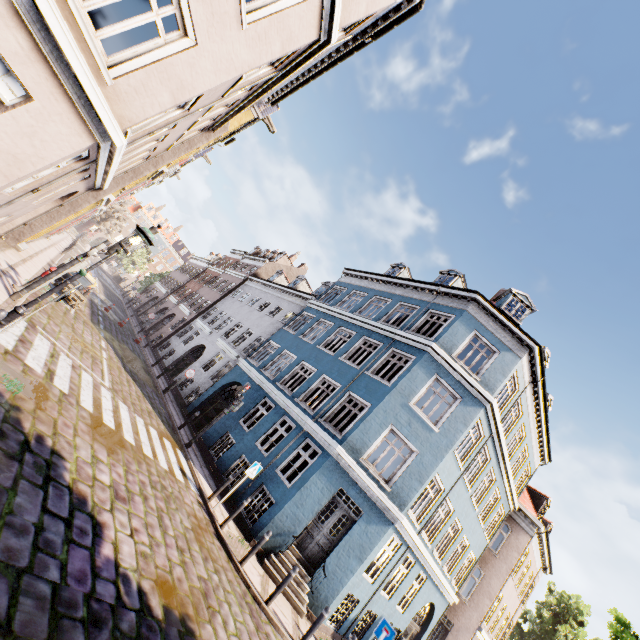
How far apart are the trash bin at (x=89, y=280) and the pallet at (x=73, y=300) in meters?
0.7

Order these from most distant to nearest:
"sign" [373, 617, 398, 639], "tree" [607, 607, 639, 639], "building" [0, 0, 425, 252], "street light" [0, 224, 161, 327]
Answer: "tree" [607, 607, 639, 639]
"sign" [373, 617, 398, 639]
"street light" [0, 224, 161, 327]
"building" [0, 0, 425, 252]

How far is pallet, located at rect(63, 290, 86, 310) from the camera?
14.3 meters

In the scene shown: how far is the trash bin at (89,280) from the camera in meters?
15.9

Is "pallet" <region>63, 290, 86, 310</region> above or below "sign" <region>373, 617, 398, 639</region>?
below

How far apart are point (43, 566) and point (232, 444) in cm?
1826

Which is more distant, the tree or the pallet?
the pallet

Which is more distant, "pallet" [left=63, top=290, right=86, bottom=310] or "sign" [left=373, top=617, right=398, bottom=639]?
"pallet" [left=63, top=290, right=86, bottom=310]
